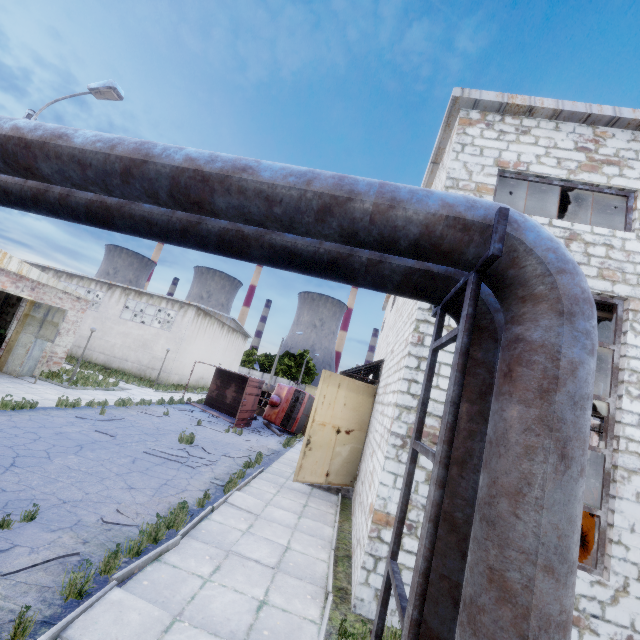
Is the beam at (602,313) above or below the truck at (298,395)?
above

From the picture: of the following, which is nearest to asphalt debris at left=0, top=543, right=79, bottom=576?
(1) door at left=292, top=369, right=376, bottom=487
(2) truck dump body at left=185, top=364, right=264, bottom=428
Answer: (1) door at left=292, top=369, right=376, bottom=487

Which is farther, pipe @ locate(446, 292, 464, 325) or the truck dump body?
the truck dump body

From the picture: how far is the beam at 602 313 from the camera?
7.2 meters

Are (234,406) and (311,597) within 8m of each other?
no

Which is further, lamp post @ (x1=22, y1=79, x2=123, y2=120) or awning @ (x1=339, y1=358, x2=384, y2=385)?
awning @ (x1=339, y1=358, x2=384, y2=385)

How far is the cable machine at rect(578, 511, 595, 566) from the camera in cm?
842

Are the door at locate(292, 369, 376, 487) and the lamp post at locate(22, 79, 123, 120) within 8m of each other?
no
